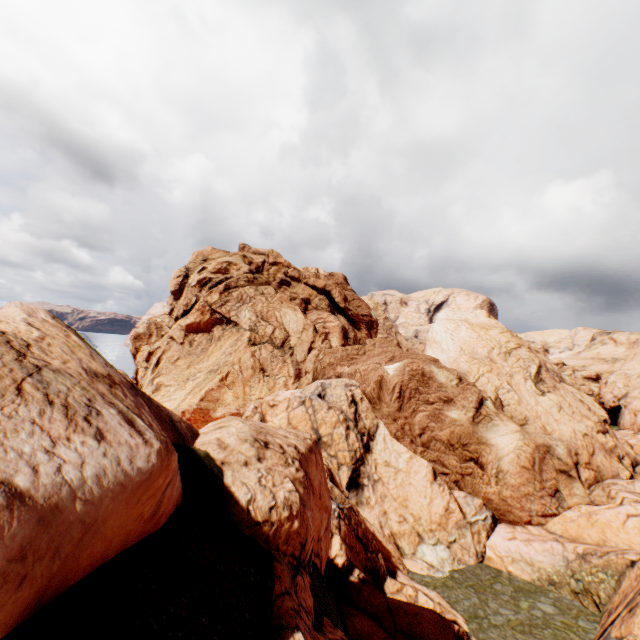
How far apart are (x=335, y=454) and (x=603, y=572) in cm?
1712
